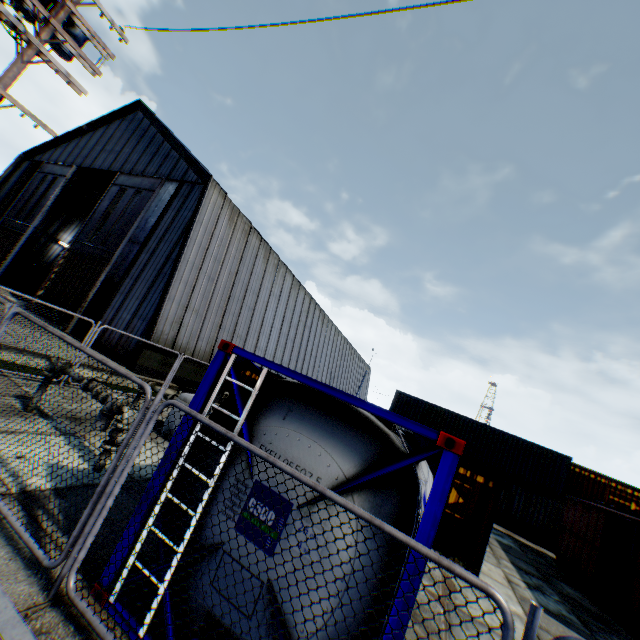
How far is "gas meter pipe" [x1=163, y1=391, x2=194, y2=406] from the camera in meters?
9.4

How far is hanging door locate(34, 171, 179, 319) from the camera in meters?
18.0 m

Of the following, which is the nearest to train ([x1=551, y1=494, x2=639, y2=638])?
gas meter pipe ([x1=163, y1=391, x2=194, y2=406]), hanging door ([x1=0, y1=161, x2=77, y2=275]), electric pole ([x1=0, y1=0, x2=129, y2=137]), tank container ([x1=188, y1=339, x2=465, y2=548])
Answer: tank container ([x1=188, y1=339, x2=465, y2=548])

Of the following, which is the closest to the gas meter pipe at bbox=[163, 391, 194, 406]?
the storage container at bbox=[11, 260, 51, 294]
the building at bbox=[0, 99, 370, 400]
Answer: the building at bbox=[0, 99, 370, 400]

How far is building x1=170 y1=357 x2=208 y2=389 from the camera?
16.8 meters

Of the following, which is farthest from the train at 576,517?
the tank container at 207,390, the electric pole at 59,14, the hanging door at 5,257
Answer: the hanging door at 5,257

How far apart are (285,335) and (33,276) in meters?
22.8

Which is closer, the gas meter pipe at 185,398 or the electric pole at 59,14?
the electric pole at 59,14
